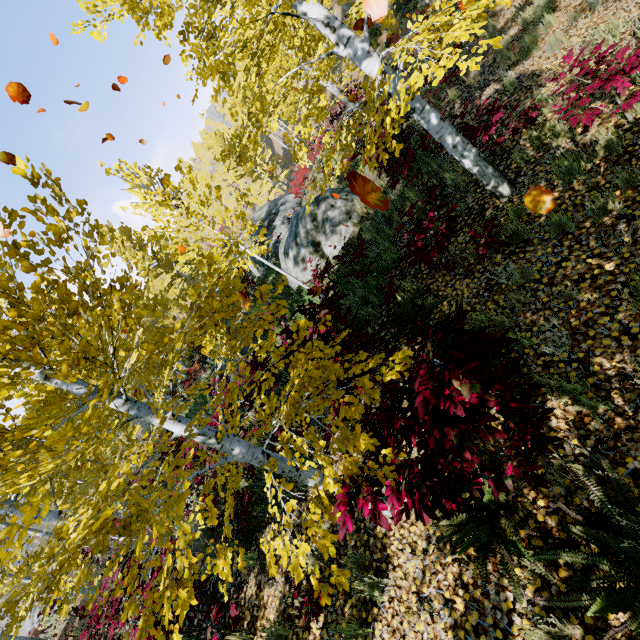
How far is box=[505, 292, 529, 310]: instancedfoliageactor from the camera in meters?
3.9

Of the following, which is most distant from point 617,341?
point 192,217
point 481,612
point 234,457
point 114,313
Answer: point 192,217

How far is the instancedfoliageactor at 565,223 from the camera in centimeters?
392cm

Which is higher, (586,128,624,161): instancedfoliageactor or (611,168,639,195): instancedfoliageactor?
(586,128,624,161): instancedfoliageactor

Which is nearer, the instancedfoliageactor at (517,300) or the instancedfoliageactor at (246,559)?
the instancedfoliageactor at (246,559)

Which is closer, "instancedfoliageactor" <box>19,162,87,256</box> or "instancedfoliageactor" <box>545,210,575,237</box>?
"instancedfoliageactor" <box>19,162,87,256</box>

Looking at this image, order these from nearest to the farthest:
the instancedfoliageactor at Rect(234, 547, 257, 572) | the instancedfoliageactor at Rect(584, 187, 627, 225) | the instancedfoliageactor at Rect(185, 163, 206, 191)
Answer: the instancedfoliageactor at Rect(234, 547, 257, 572) < the instancedfoliageactor at Rect(584, 187, 627, 225) < the instancedfoliageactor at Rect(185, 163, 206, 191)
